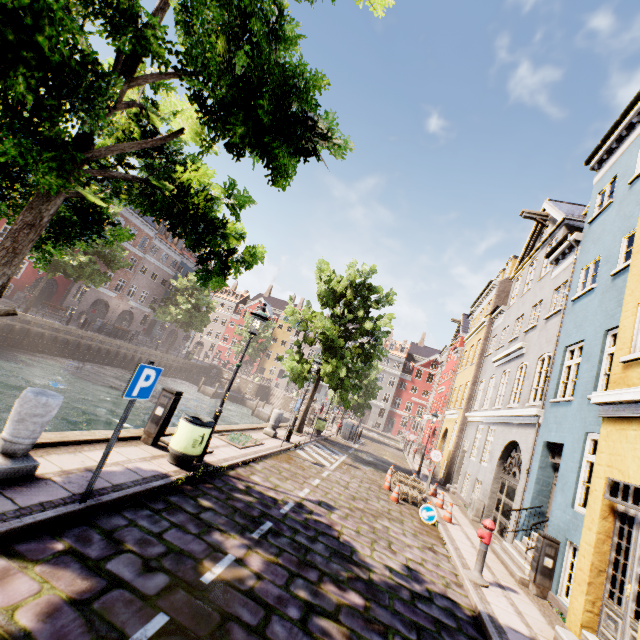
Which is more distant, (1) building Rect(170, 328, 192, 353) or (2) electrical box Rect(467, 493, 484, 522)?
(1) building Rect(170, 328, 192, 353)

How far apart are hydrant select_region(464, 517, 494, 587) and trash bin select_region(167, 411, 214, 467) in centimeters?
616cm

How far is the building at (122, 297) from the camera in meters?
37.5 m

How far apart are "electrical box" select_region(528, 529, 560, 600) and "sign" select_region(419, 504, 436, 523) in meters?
2.8 m

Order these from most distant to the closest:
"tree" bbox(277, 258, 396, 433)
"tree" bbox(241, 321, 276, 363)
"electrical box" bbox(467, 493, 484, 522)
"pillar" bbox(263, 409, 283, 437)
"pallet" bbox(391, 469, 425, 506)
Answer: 1. "tree" bbox(241, 321, 276, 363)
2. "tree" bbox(277, 258, 396, 433)
3. "pillar" bbox(263, 409, 283, 437)
4. "electrical box" bbox(467, 493, 484, 522)
5. "pallet" bbox(391, 469, 425, 506)

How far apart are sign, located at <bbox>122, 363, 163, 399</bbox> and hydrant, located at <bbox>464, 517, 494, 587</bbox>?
7.24m

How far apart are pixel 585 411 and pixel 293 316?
13.4m

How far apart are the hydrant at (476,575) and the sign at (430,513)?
3.1m
